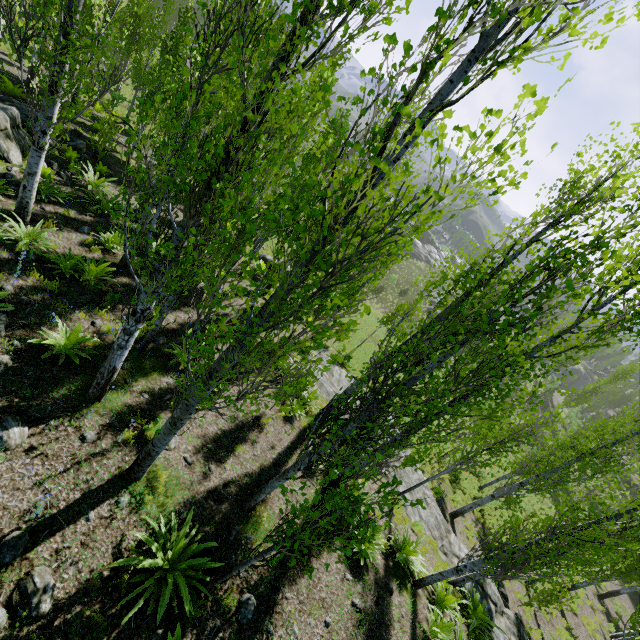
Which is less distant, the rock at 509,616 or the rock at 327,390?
the rock at 509,616

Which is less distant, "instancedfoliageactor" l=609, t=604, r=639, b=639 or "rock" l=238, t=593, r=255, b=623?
"rock" l=238, t=593, r=255, b=623

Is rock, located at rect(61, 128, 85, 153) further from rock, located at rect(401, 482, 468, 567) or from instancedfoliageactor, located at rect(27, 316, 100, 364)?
rock, located at rect(401, 482, 468, 567)

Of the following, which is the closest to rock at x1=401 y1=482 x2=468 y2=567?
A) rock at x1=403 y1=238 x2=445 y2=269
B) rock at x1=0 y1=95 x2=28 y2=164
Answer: rock at x1=0 y1=95 x2=28 y2=164

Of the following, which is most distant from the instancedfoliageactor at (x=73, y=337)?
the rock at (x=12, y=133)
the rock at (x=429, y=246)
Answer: the rock at (x=429, y=246)

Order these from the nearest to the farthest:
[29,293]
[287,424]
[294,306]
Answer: [294,306]
[29,293]
[287,424]

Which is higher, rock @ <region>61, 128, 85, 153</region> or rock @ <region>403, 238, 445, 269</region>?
rock @ <region>403, 238, 445, 269</region>
